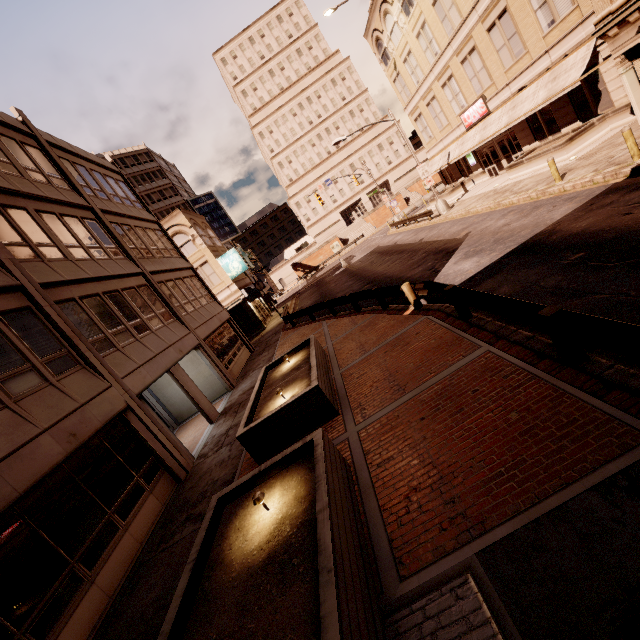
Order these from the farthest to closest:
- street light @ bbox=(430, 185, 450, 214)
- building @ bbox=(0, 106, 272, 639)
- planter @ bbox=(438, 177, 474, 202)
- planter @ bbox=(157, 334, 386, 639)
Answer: planter @ bbox=(438, 177, 474, 202), street light @ bbox=(430, 185, 450, 214), building @ bbox=(0, 106, 272, 639), planter @ bbox=(157, 334, 386, 639)

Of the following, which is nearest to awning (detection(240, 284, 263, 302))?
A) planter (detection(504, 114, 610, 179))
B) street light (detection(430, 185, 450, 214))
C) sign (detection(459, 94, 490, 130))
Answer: street light (detection(430, 185, 450, 214))

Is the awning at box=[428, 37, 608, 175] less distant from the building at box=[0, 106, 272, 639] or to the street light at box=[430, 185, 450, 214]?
the street light at box=[430, 185, 450, 214]

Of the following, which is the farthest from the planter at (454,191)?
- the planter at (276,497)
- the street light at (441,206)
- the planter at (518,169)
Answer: the planter at (276,497)

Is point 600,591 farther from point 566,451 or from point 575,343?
point 575,343

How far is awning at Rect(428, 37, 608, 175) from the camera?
15.8 meters

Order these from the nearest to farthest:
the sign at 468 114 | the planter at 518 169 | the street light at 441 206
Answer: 1. the planter at 518 169
2. the sign at 468 114
3. the street light at 441 206

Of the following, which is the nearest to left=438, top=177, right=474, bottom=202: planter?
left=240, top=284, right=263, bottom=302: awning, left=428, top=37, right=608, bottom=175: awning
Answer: left=428, top=37, right=608, bottom=175: awning
